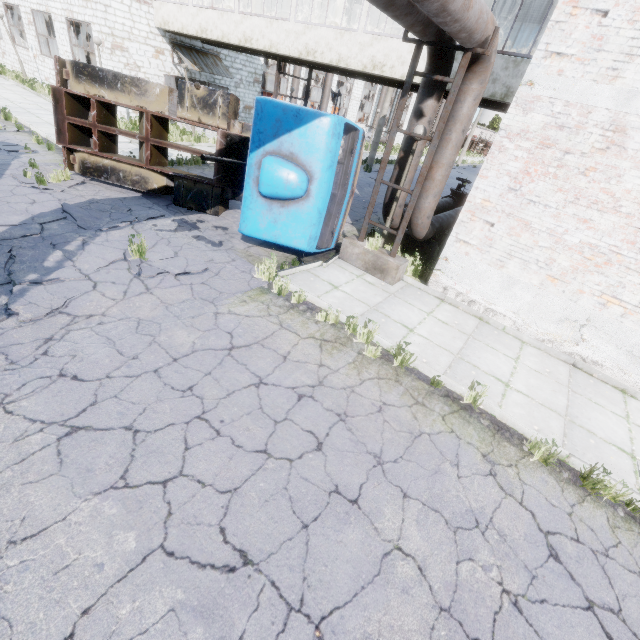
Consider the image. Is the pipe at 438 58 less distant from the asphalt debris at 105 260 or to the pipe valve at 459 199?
the pipe valve at 459 199

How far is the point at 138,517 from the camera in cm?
306

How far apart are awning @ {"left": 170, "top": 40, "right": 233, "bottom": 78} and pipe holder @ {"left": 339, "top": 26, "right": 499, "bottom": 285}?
16.2m

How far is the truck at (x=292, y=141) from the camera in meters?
6.5

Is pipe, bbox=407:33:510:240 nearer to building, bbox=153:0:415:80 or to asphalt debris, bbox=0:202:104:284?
building, bbox=153:0:415:80

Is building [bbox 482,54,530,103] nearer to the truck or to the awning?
the awning

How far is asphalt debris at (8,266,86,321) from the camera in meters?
4.8

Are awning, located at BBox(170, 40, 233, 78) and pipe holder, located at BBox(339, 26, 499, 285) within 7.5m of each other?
no
